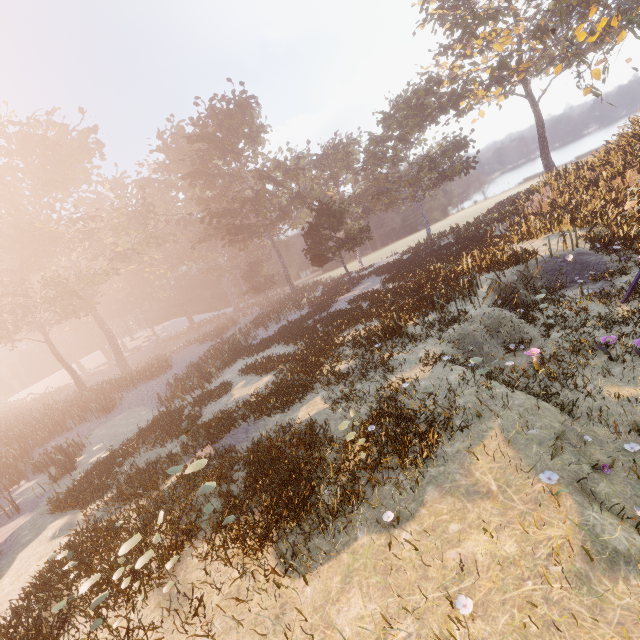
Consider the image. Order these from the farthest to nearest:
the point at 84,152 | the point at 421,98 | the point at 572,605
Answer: the point at 84,152 → the point at 421,98 → the point at 572,605
